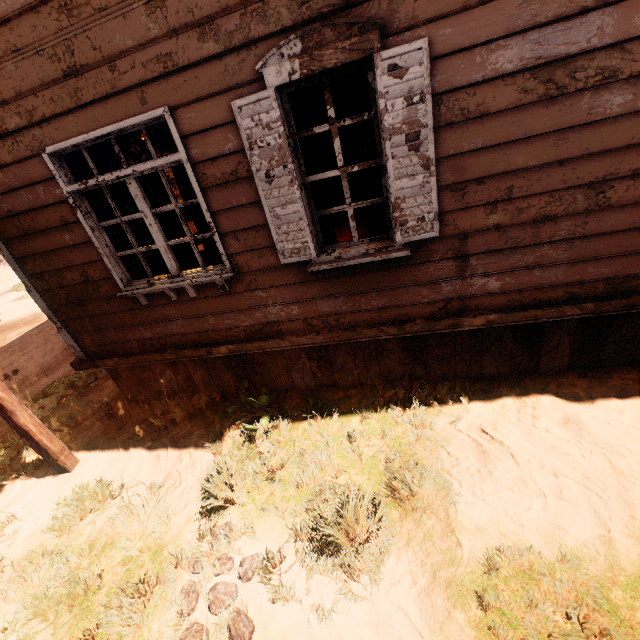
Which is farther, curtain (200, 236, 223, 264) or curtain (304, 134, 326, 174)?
curtain (200, 236, 223, 264)

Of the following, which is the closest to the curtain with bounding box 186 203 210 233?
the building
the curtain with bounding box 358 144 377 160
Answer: the building

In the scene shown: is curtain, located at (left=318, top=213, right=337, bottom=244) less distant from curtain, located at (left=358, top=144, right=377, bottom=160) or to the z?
curtain, located at (left=358, top=144, right=377, bottom=160)

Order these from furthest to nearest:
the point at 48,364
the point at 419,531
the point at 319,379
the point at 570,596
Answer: the point at 48,364
the point at 319,379
the point at 419,531
the point at 570,596

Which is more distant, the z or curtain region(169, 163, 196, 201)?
curtain region(169, 163, 196, 201)

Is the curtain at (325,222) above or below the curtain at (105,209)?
below

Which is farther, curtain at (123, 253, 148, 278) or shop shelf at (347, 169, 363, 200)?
shop shelf at (347, 169, 363, 200)

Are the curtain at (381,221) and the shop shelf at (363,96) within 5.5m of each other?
no
